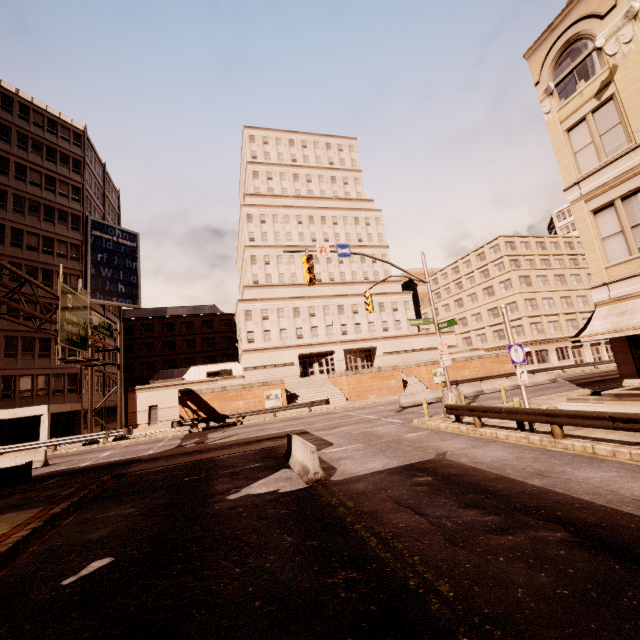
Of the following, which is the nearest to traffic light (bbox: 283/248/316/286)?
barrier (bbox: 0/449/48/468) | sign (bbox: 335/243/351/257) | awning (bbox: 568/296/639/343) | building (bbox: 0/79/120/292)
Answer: sign (bbox: 335/243/351/257)

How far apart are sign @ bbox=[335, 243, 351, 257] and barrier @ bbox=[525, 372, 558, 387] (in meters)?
22.54

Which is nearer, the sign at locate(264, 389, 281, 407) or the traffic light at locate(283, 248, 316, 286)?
the traffic light at locate(283, 248, 316, 286)

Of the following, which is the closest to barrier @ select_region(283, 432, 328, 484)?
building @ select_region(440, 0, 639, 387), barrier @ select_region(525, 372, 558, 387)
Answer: barrier @ select_region(525, 372, 558, 387)

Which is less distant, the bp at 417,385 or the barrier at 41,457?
the barrier at 41,457

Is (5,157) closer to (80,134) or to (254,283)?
(80,134)

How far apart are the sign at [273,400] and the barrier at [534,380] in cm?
2295

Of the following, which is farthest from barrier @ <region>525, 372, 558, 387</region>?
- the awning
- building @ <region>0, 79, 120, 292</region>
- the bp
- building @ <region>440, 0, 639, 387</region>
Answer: building @ <region>0, 79, 120, 292</region>
